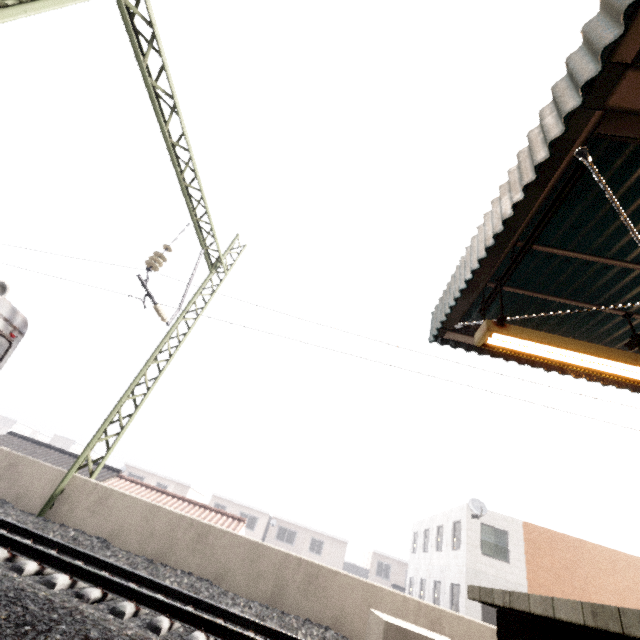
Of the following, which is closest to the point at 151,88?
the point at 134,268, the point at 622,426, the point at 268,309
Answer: the point at 134,268

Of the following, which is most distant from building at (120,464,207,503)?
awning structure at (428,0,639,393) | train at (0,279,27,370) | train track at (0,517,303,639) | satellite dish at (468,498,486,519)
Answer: awning structure at (428,0,639,393)

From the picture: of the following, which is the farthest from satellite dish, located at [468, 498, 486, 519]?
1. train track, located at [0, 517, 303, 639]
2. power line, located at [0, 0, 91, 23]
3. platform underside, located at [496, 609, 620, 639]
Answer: power line, located at [0, 0, 91, 23]

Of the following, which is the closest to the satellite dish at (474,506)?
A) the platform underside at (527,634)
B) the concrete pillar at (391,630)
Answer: the concrete pillar at (391,630)

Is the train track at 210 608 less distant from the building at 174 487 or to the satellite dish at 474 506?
the satellite dish at 474 506

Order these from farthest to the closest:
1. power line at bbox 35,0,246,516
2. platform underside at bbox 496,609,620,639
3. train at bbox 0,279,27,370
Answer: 1. train at bbox 0,279,27,370
2. power line at bbox 35,0,246,516
3. platform underside at bbox 496,609,620,639

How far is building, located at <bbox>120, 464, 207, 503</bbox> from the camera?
40.06m

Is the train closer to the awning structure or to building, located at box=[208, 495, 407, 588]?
the awning structure
